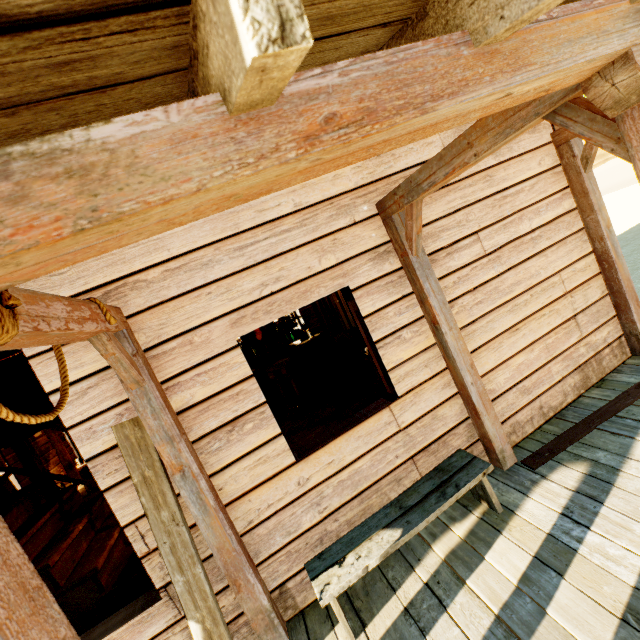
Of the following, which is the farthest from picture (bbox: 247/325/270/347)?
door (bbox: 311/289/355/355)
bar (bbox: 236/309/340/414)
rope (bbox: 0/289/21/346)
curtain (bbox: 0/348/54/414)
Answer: rope (bbox: 0/289/21/346)

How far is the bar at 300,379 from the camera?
7.21m

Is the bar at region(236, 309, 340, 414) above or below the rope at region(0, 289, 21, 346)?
below

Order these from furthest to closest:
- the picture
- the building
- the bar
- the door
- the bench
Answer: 1. the door
2. the picture
3. the bar
4. the bench
5. the building

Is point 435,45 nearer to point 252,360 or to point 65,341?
point 65,341

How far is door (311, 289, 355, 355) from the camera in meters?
10.3 m

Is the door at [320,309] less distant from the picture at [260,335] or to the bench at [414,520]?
the picture at [260,335]

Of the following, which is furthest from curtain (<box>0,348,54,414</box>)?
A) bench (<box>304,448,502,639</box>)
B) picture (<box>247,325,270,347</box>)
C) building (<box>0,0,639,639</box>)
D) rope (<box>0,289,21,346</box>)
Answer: picture (<box>247,325,270,347</box>)
